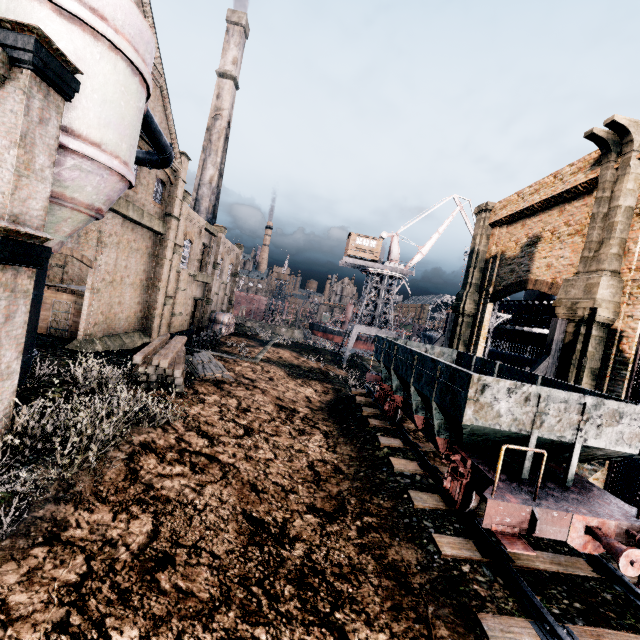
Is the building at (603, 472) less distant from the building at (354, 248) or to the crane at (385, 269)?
the crane at (385, 269)

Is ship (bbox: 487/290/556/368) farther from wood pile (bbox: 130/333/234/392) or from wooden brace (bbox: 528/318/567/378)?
wood pile (bbox: 130/333/234/392)

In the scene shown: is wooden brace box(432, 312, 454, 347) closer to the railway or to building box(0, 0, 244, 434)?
the railway

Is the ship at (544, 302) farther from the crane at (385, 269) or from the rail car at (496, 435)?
the rail car at (496, 435)

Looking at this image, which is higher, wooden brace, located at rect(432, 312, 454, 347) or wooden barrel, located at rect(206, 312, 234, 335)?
wooden brace, located at rect(432, 312, 454, 347)

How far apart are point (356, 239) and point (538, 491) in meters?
40.9

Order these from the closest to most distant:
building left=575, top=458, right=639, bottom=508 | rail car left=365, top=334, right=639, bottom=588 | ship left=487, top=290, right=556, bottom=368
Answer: rail car left=365, top=334, right=639, bottom=588, building left=575, top=458, right=639, bottom=508, ship left=487, top=290, right=556, bottom=368

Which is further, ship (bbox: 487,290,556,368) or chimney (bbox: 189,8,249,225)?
chimney (bbox: 189,8,249,225)
